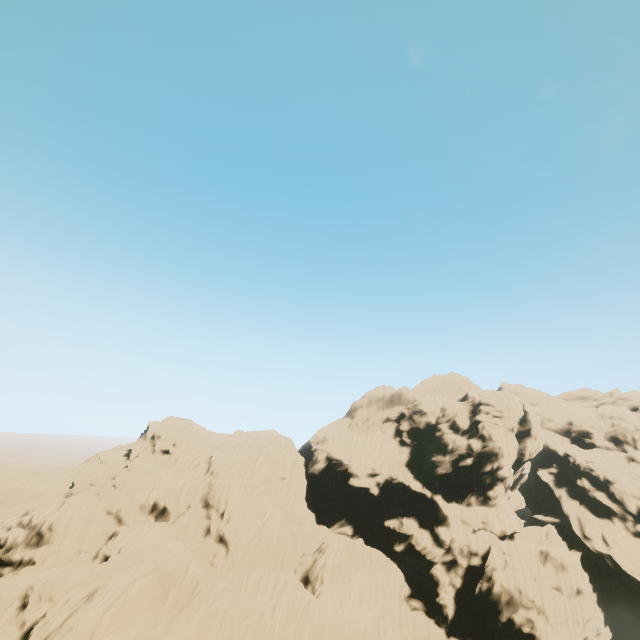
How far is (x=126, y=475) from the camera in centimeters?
4291cm
